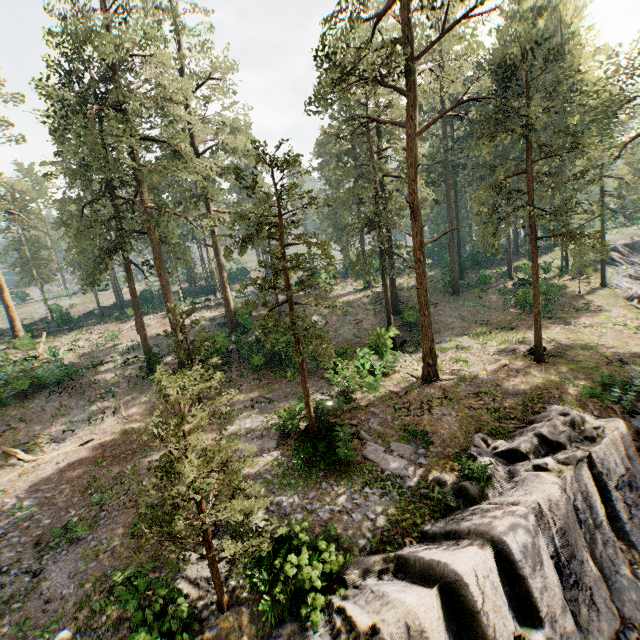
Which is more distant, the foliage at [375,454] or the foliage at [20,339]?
the foliage at [20,339]

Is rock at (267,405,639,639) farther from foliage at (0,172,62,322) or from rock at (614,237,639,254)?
rock at (614,237,639,254)

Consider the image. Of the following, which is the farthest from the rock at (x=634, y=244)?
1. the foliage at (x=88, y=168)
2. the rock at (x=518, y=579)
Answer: the rock at (x=518, y=579)

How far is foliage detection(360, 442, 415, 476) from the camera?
13.48m

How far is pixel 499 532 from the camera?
8.66m

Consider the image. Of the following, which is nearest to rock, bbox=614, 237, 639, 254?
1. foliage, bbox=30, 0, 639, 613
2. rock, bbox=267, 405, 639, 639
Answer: foliage, bbox=30, 0, 639, 613
